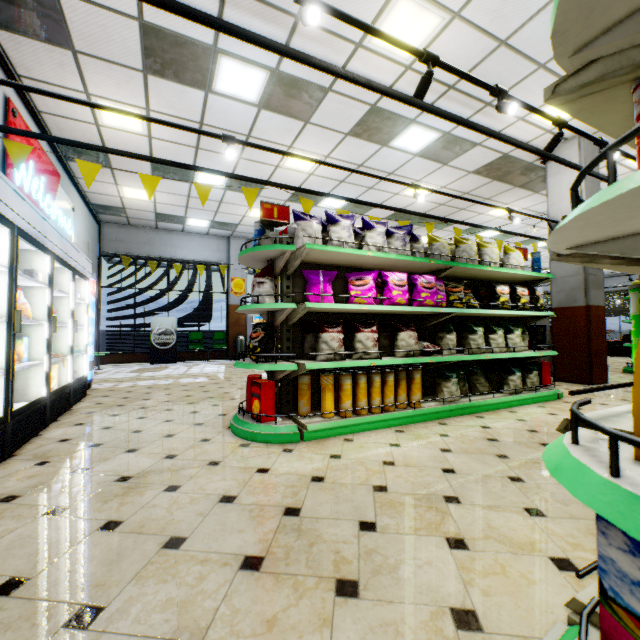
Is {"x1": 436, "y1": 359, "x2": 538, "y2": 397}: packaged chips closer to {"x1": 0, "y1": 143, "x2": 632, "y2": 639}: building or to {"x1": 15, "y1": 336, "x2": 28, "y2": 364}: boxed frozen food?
{"x1": 0, "y1": 143, "x2": 632, "y2": 639}: building

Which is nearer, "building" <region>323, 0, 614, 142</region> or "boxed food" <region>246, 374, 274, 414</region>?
"boxed food" <region>246, 374, 274, 414</region>

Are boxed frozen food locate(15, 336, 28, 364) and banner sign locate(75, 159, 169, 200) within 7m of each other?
yes

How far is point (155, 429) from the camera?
3.5 meters

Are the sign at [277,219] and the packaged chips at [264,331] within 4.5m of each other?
yes

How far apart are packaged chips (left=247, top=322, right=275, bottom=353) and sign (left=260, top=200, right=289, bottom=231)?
1.1 meters

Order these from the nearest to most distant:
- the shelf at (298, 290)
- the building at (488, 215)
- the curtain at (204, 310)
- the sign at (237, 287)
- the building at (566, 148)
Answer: the shelf at (298, 290)
the building at (488, 215)
the building at (566, 148)
the curtain at (204, 310)
the sign at (237, 287)

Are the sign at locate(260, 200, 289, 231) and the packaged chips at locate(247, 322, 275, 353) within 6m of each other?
yes
